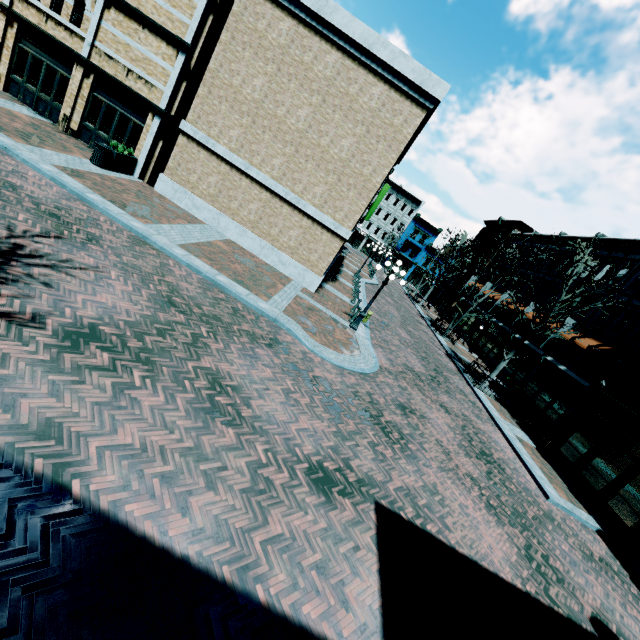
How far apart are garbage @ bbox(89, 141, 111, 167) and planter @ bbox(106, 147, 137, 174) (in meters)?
0.09

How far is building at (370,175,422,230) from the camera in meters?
57.6

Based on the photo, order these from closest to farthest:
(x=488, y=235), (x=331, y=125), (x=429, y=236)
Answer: (x=331, y=125) → (x=488, y=235) → (x=429, y=236)

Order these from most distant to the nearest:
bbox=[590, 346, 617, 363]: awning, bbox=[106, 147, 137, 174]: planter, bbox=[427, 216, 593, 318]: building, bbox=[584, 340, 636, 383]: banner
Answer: bbox=[427, 216, 593, 318]: building, bbox=[590, 346, 617, 363]: awning, bbox=[584, 340, 636, 383]: banner, bbox=[106, 147, 137, 174]: planter

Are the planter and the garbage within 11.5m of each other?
yes

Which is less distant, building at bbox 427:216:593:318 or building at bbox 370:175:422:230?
building at bbox 427:216:593:318

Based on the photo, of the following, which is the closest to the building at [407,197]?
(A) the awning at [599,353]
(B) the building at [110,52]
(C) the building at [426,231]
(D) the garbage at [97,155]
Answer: (C) the building at [426,231]

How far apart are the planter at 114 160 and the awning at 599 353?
27.5 meters
